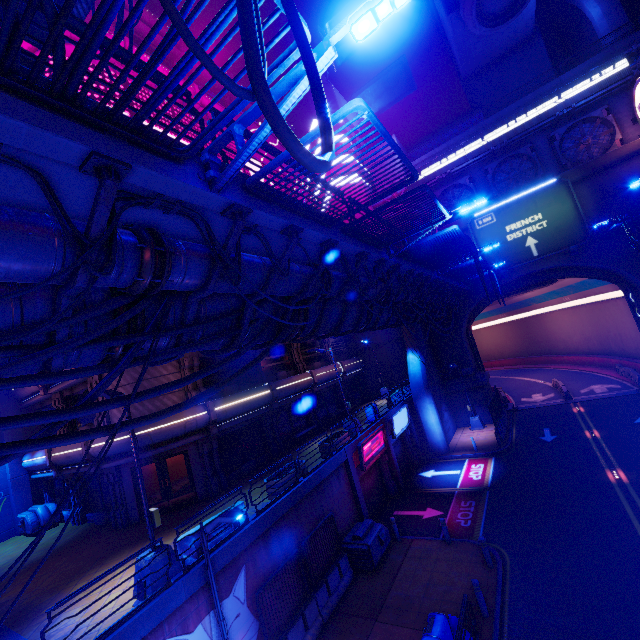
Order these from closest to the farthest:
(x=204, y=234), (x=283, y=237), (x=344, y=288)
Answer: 1. (x=204, y=234)
2. (x=283, y=237)
3. (x=344, y=288)

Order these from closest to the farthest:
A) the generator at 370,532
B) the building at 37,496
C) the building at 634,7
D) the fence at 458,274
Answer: the generator at 370,532, the fence at 458,274, the building at 37,496, the building at 634,7

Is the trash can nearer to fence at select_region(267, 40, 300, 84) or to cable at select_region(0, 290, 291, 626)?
cable at select_region(0, 290, 291, 626)

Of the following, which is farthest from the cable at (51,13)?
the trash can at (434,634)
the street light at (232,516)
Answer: the trash can at (434,634)

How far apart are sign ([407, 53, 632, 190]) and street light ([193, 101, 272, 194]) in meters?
32.0

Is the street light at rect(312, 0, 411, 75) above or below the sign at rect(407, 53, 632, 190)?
below

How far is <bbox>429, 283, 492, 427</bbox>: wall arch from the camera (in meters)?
29.31

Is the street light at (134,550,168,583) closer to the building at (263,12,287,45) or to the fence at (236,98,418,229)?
the fence at (236,98,418,229)
